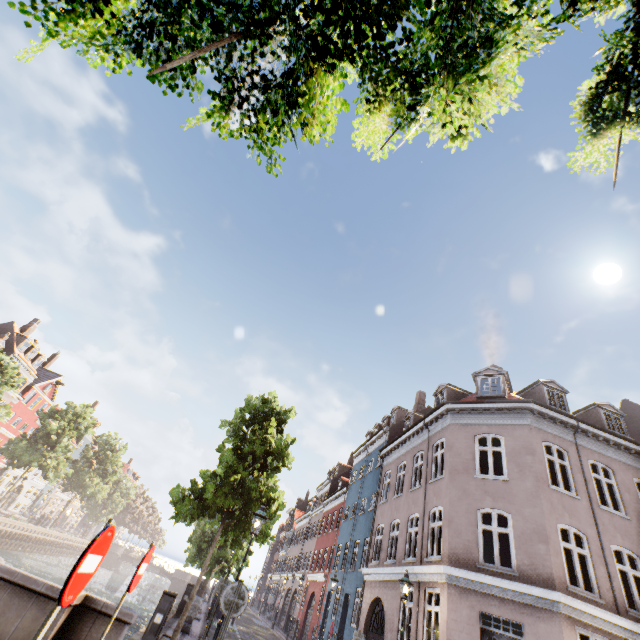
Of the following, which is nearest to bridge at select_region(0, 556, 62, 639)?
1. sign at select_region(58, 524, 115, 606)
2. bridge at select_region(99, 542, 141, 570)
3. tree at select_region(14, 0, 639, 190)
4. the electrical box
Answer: sign at select_region(58, 524, 115, 606)

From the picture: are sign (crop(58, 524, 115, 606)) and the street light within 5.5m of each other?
no

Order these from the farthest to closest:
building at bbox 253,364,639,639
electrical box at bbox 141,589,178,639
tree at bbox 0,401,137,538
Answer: tree at bbox 0,401,137,538 → building at bbox 253,364,639,639 → electrical box at bbox 141,589,178,639

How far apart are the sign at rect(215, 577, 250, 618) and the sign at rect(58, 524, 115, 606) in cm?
601

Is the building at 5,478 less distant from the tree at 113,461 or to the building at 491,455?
the tree at 113,461

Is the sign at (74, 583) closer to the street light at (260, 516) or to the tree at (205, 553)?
the tree at (205, 553)

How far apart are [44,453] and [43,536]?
13.73m

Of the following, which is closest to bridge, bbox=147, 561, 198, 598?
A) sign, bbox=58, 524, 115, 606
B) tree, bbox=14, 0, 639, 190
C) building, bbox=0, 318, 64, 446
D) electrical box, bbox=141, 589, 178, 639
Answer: tree, bbox=14, 0, 639, 190
